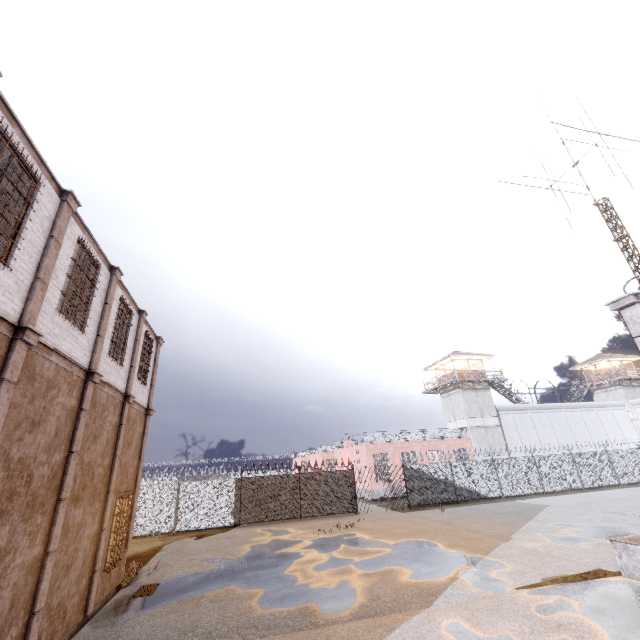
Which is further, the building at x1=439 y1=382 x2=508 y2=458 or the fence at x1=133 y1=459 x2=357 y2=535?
the building at x1=439 y1=382 x2=508 y2=458

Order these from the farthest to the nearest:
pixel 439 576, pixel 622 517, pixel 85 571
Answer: pixel 622 517 < pixel 439 576 < pixel 85 571

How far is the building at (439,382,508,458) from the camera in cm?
3459

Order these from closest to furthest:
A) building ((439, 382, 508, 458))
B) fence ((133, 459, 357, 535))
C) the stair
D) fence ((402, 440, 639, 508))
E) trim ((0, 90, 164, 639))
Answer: trim ((0, 90, 164, 639))
the stair
fence ((133, 459, 357, 535))
fence ((402, 440, 639, 508))
building ((439, 382, 508, 458))

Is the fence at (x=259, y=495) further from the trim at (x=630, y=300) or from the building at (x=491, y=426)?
the trim at (x=630, y=300)

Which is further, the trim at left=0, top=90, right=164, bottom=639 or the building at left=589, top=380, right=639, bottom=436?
the building at left=589, top=380, right=639, bottom=436

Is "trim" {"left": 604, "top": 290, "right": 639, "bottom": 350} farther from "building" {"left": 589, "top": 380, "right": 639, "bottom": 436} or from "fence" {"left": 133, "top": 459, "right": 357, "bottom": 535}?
"building" {"left": 589, "top": 380, "right": 639, "bottom": 436}

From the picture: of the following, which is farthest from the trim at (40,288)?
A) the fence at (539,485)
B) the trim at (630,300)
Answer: the trim at (630,300)
